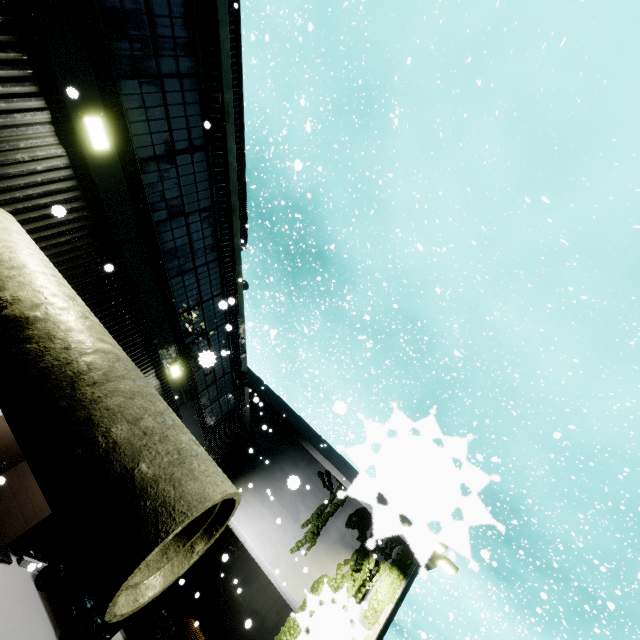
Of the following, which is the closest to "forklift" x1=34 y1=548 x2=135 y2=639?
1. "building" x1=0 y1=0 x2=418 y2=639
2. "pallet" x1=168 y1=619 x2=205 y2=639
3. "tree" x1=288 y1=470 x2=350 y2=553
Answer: "building" x1=0 y1=0 x2=418 y2=639

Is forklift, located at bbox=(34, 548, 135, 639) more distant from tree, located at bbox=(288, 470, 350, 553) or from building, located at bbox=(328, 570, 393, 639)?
tree, located at bbox=(288, 470, 350, 553)

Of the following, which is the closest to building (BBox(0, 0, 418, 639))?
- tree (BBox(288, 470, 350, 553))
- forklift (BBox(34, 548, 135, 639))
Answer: tree (BBox(288, 470, 350, 553))

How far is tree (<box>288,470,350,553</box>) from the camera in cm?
1495

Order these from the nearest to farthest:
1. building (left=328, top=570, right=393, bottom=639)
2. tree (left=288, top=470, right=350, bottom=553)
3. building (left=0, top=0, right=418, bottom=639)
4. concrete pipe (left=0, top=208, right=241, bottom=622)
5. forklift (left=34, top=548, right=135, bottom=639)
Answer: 1. building (left=328, top=570, right=393, bottom=639)
2. concrete pipe (left=0, top=208, right=241, bottom=622)
3. building (left=0, top=0, right=418, bottom=639)
4. forklift (left=34, top=548, right=135, bottom=639)
5. tree (left=288, top=470, right=350, bottom=553)

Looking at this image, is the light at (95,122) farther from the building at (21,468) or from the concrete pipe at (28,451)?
the concrete pipe at (28,451)

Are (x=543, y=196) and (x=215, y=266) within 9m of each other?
yes

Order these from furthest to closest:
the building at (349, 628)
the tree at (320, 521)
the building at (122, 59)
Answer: the tree at (320, 521) < the building at (122, 59) < the building at (349, 628)
